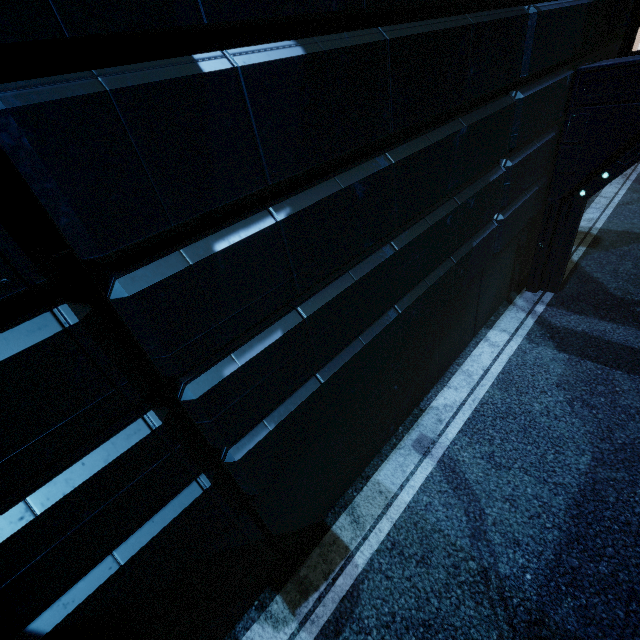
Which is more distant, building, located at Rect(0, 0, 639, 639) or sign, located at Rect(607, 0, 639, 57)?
sign, located at Rect(607, 0, 639, 57)

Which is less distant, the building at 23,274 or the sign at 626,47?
the building at 23,274

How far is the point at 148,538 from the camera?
2.59m
